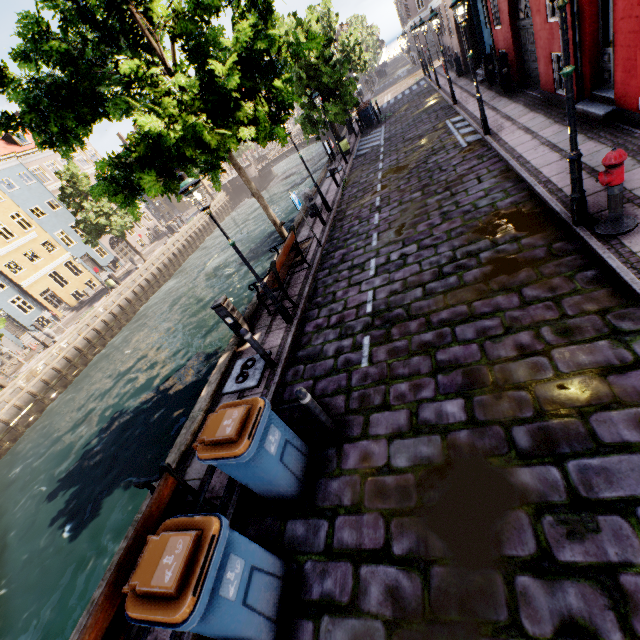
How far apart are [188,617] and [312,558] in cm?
157

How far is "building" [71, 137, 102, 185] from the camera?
38.1m

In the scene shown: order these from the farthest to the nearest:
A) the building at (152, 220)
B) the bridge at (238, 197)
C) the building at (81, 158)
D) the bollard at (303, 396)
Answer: the bridge at (238, 197) → the building at (152, 220) → the building at (81, 158) → the bollard at (303, 396)

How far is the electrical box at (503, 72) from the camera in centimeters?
1249cm

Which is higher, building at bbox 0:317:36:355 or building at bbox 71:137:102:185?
building at bbox 71:137:102:185

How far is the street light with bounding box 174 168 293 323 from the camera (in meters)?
6.00

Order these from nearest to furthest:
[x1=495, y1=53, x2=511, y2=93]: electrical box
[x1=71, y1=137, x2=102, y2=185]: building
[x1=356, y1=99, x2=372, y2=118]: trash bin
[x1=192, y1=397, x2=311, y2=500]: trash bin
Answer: [x1=192, y1=397, x2=311, y2=500]: trash bin < [x1=495, y1=53, x2=511, y2=93]: electrical box < [x1=356, y1=99, x2=372, y2=118]: trash bin < [x1=71, y1=137, x2=102, y2=185]: building

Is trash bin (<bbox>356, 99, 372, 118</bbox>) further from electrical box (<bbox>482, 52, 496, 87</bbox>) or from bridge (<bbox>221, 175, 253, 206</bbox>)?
bridge (<bbox>221, 175, 253, 206</bbox>)
